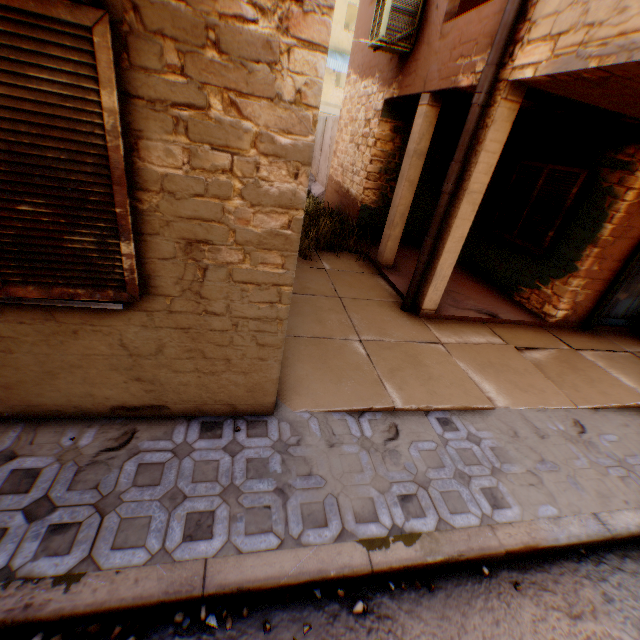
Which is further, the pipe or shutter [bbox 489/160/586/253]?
shutter [bbox 489/160/586/253]

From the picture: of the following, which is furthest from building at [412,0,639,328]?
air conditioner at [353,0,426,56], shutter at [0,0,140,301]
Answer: air conditioner at [353,0,426,56]

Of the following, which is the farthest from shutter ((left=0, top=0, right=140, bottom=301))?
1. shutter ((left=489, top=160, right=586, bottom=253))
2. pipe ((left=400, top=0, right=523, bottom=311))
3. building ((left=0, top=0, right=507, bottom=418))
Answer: pipe ((left=400, top=0, right=523, bottom=311))

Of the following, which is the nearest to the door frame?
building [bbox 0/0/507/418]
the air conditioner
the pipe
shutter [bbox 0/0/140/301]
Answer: building [bbox 0/0/507/418]

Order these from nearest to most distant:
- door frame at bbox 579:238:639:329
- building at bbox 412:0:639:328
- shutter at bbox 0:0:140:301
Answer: shutter at bbox 0:0:140:301
building at bbox 412:0:639:328
door frame at bbox 579:238:639:329

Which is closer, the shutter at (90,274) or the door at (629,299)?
the shutter at (90,274)

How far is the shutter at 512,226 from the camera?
6.0m

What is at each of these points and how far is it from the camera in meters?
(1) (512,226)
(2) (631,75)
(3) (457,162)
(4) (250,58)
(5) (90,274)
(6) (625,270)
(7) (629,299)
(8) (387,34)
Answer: (1) shutter, 7.1 m
(2) building, 3.0 m
(3) pipe, 4.5 m
(4) building, 1.8 m
(5) shutter, 2.1 m
(6) door frame, 5.8 m
(7) door, 6.4 m
(8) air conditioner, 6.1 m
